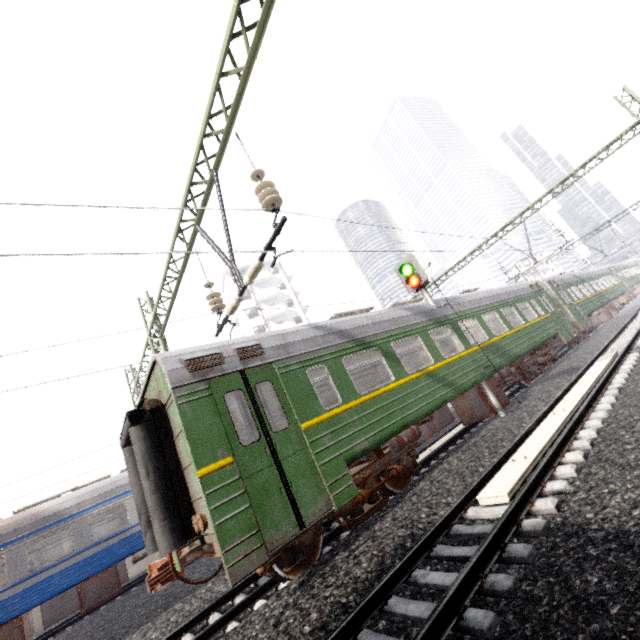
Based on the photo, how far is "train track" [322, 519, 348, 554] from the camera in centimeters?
651cm

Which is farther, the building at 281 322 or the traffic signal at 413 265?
the building at 281 322

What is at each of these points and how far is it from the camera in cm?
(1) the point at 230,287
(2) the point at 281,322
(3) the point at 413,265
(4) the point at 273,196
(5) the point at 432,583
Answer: (1) building, 4628
(2) building, 4622
(3) traffic signal, 1114
(4) power line, 583
(5) train track, 369

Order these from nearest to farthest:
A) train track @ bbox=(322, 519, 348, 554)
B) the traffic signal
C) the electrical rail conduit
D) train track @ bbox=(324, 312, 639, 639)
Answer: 1. train track @ bbox=(324, 312, 639, 639)
2. the electrical rail conduit
3. train track @ bbox=(322, 519, 348, 554)
4. the traffic signal

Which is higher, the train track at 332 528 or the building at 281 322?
the building at 281 322

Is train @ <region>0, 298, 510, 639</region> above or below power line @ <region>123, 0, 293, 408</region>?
below

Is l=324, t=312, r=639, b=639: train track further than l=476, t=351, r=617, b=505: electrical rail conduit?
No

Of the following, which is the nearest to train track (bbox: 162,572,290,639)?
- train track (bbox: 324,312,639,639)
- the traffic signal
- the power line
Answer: train track (bbox: 324,312,639,639)
